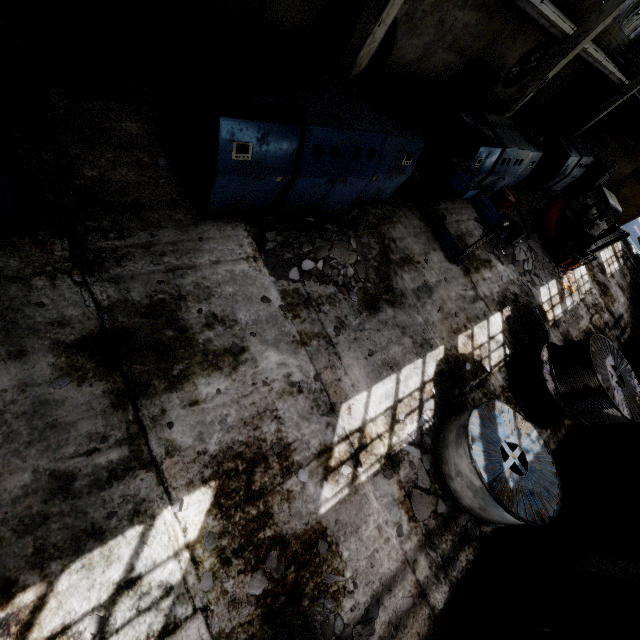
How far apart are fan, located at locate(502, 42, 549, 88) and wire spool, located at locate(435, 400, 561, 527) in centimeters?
1708cm

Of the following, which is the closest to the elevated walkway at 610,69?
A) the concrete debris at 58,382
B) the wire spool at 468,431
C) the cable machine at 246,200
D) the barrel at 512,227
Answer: the cable machine at 246,200

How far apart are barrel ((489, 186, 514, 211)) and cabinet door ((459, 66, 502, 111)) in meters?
6.7 m

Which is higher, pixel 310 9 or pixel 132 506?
pixel 310 9

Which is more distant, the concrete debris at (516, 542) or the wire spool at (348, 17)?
the wire spool at (348, 17)

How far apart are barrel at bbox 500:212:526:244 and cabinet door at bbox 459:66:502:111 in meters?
7.1

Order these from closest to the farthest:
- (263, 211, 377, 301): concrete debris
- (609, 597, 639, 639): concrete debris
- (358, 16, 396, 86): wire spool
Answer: (263, 211, 377, 301): concrete debris
(609, 597, 639, 639): concrete debris
(358, 16, 396, 86): wire spool

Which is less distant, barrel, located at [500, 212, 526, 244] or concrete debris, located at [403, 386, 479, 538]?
concrete debris, located at [403, 386, 479, 538]
